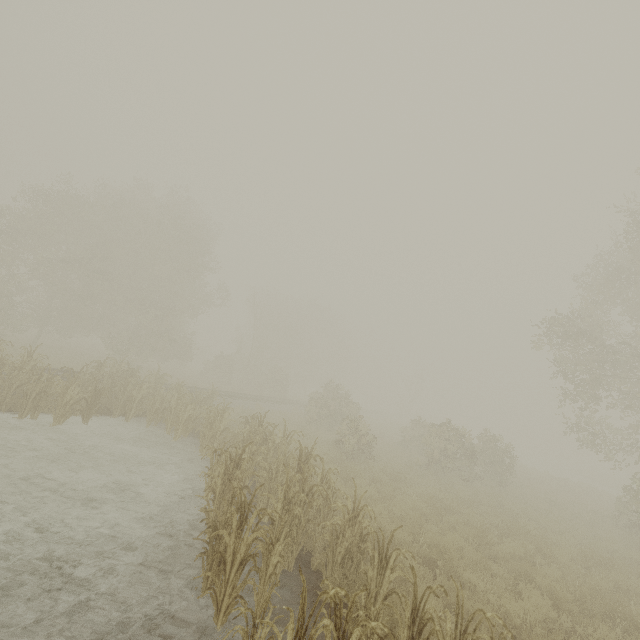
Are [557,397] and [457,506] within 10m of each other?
yes
